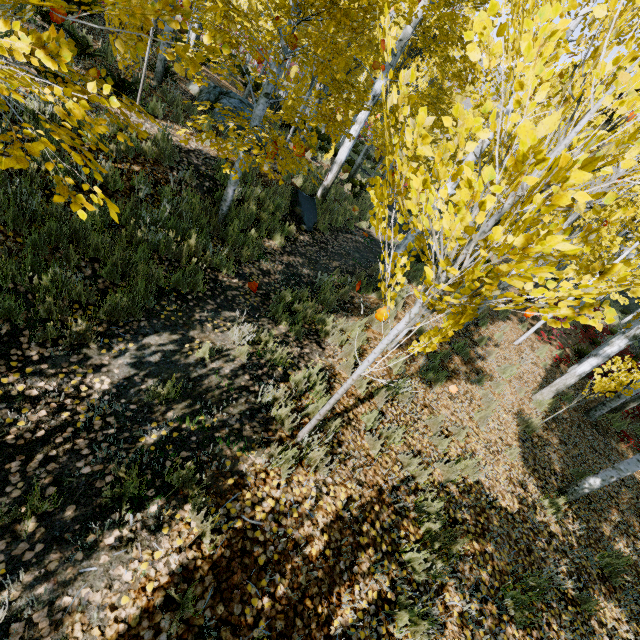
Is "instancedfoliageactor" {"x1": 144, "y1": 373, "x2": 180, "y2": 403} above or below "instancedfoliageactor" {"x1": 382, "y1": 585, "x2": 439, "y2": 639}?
below

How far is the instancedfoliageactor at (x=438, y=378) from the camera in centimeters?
616cm

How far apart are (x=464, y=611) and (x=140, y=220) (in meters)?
6.22

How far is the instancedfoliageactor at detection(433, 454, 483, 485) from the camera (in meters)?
4.43

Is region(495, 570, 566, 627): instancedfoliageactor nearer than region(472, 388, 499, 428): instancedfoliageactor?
Yes

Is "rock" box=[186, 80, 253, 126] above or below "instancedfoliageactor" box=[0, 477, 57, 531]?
above

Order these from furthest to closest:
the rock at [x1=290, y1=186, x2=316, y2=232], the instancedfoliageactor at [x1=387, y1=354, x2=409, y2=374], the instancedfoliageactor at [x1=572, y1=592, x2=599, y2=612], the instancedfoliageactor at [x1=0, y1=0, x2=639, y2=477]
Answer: the rock at [x1=290, y1=186, x2=316, y2=232]
the instancedfoliageactor at [x1=572, y1=592, x2=599, y2=612]
the instancedfoliageactor at [x1=387, y1=354, x2=409, y2=374]
the instancedfoliageactor at [x1=0, y1=0, x2=639, y2=477]

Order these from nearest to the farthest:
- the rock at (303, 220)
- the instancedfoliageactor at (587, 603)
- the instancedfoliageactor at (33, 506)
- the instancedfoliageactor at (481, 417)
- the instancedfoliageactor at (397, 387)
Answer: the instancedfoliageactor at (33, 506)
the instancedfoliageactor at (587, 603)
the instancedfoliageactor at (397, 387)
the instancedfoliageactor at (481, 417)
the rock at (303, 220)
